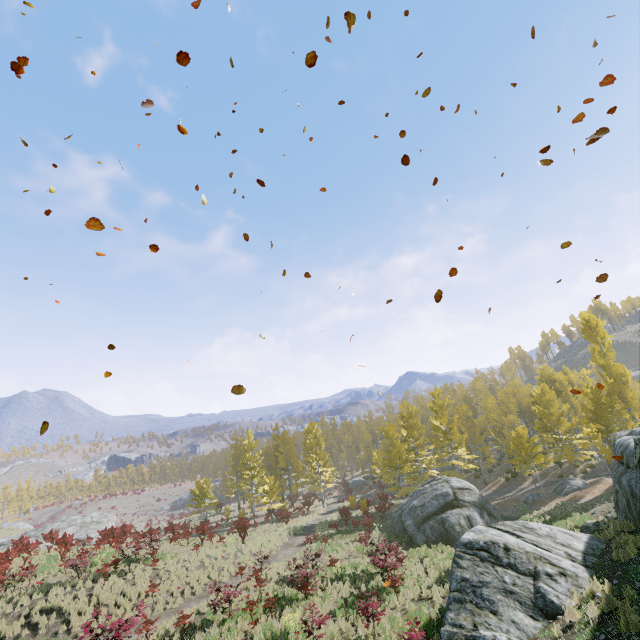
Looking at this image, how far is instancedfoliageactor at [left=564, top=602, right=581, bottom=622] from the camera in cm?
777

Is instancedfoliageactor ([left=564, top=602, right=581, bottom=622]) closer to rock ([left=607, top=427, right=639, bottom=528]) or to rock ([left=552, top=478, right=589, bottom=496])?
rock ([left=607, top=427, right=639, bottom=528])

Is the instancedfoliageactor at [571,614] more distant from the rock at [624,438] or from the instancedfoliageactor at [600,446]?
the instancedfoliageactor at [600,446]

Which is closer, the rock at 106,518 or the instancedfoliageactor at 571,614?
the instancedfoliageactor at 571,614

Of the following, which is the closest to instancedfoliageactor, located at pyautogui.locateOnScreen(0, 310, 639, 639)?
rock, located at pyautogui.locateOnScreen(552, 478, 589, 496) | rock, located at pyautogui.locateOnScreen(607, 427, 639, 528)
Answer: rock, located at pyautogui.locateOnScreen(607, 427, 639, 528)

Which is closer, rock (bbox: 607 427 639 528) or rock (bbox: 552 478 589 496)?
rock (bbox: 607 427 639 528)

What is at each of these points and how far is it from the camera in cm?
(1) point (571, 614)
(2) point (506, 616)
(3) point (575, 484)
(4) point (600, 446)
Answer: (1) instancedfoliageactor, 784
(2) rock, 869
(3) rock, 2580
(4) instancedfoliageactor, 4412

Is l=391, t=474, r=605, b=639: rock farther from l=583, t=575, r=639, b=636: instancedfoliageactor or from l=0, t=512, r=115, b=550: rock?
l=0, t=512, r=115, b=550: rock
